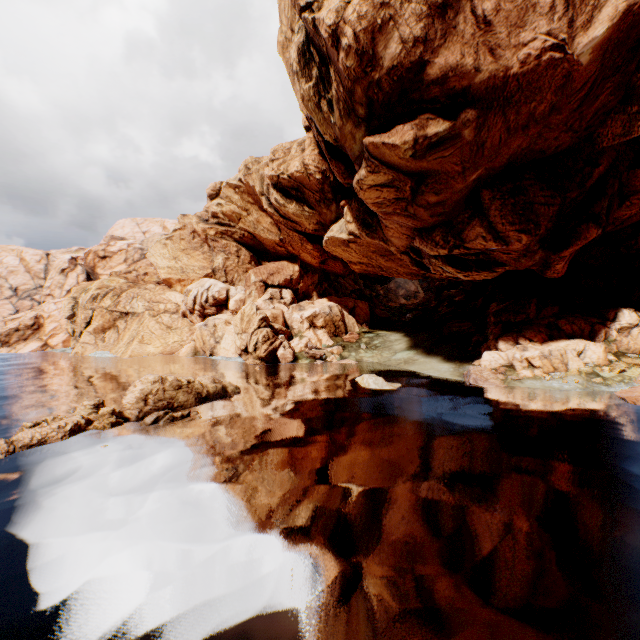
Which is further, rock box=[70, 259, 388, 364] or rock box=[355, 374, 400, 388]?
rock box=[70, 259, 388, 364]

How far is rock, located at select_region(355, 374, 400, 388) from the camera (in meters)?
28.64

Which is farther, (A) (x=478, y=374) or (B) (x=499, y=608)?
(A) (x=478, y=374)

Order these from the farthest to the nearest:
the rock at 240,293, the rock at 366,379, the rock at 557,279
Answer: the rock at 240,293 → the rock at 366,379 → the rock at 557,279

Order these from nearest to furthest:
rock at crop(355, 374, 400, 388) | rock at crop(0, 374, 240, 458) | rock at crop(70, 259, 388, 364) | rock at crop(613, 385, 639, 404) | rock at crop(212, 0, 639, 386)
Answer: rock at crop(0, 374, 240, 458) → rock at crop(212, 0, 639, 386) → rock at crop(613, 385, 639, 404) → rock at crop(355, 374, 400, 388) → rock at crop(70, 259, 388, 364)

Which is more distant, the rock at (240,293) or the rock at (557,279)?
the rock at (240,293)
